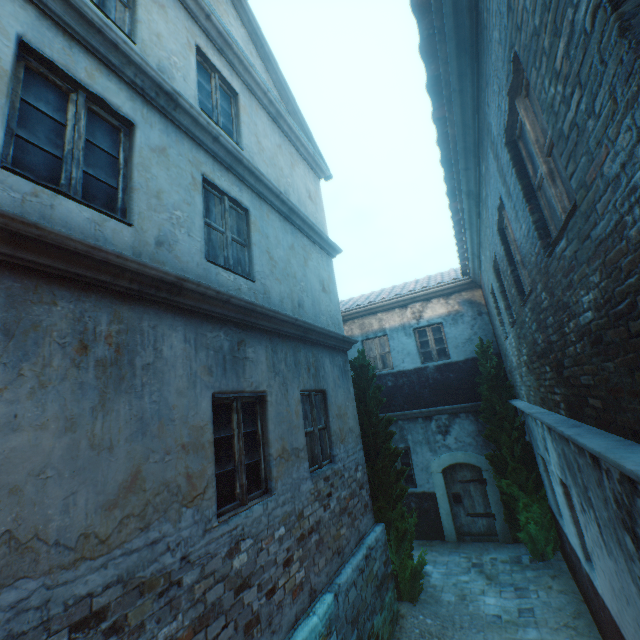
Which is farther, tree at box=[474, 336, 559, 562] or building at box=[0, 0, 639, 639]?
tree at box=[474, 336, 559, 562]

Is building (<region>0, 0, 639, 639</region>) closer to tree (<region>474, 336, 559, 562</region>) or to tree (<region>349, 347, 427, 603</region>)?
tree (<region>474, 336, 559, 562</region>)

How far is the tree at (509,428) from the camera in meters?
8.0 m

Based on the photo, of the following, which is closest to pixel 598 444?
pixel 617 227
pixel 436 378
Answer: pixel 617 227

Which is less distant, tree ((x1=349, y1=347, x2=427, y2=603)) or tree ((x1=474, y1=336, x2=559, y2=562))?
tree ((x1=349, y1=347, x2=427, y2=603))

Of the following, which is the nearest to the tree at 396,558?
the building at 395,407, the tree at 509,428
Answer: the tree at 509,428

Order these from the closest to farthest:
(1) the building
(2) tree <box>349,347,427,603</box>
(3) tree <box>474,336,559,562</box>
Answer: (1) the building
(2) tree <box>349,347,427,603</box>
(3) tree <box>474,336,559,562</box>
